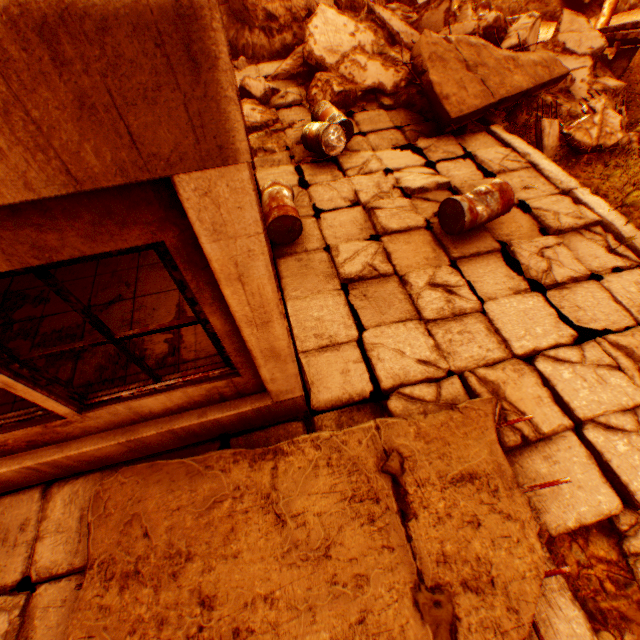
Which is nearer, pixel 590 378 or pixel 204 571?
pixel 204 571

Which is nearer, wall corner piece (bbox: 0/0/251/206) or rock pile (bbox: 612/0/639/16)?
wall corner piece (bbox: 0/0/251/206)

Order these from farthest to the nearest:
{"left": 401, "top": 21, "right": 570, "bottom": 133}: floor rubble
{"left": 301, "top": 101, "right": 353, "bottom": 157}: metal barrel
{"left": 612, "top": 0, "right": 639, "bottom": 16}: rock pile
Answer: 1. {"left": 612, "top": 0, "right": 639, "bottom": 16}: rock pile
2. {"left": 401, "top": 21, "right": 570, "bottom": 133}: floor rubble
3. {"left": 301, "top": 101, "right": 353, "bottom": 157}: metal barrel

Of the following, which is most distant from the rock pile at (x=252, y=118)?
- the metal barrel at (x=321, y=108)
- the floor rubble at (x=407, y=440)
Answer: the floor rubble at (x=407, y=440)

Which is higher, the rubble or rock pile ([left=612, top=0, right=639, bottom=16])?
the rubble

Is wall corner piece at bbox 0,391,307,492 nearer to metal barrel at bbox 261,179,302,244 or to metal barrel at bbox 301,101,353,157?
metal barrel at bbox 261,179,302,244

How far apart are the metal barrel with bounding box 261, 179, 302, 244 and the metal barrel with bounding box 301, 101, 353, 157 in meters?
1.3 m

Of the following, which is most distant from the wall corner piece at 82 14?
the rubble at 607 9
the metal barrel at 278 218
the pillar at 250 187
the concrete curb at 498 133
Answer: the rubble at 607 9
